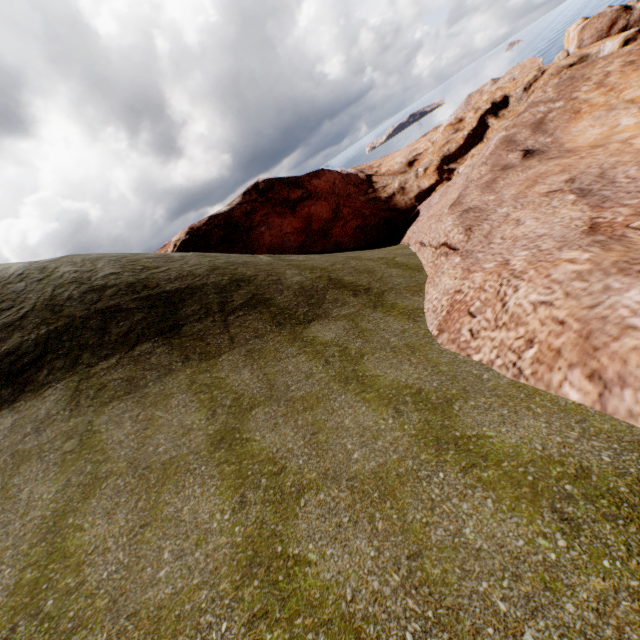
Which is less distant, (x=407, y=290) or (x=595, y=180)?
(x=595, y=180)
